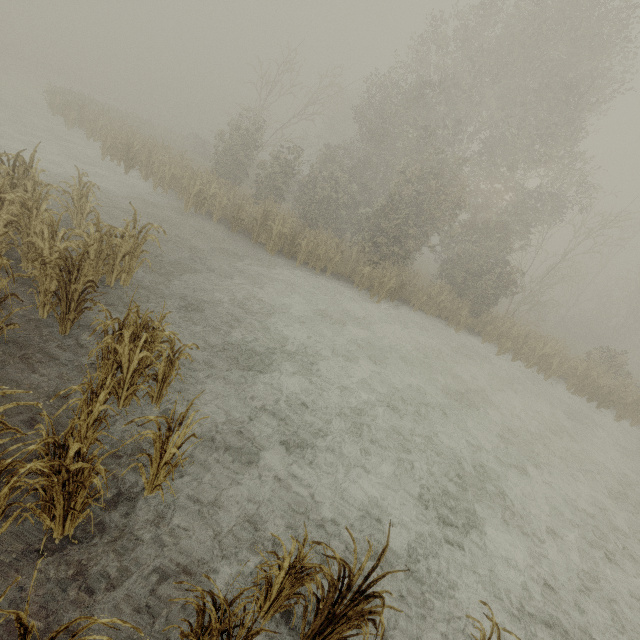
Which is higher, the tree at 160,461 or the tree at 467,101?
the tree at 467,101

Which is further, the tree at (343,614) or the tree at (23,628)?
the tree at (343,614)

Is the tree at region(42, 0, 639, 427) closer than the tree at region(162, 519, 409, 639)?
No

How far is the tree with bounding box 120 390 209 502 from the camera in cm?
331

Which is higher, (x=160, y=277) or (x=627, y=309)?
(x=627, y=309)

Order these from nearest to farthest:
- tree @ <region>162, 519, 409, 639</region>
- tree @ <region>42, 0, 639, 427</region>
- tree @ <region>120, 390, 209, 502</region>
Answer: tree @ <region>162, 519, 409, 639</region>
tree @ <region>120, 390, 209, 502</region>
tree @ <region>42, 0, 639, 427</region>
